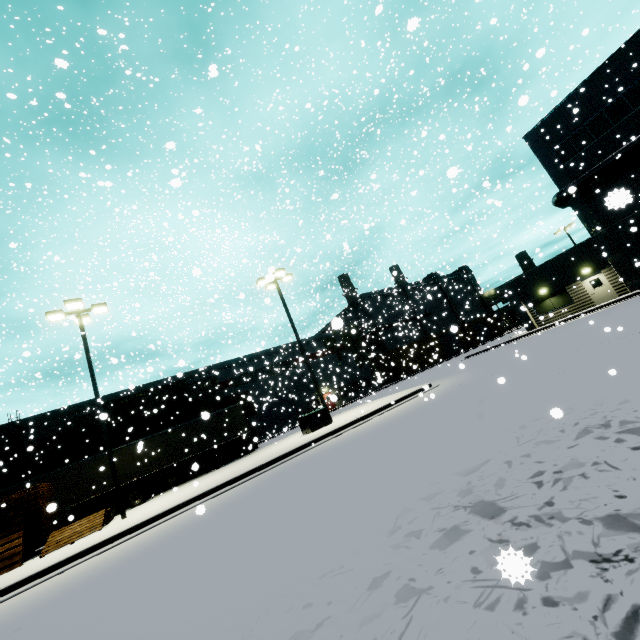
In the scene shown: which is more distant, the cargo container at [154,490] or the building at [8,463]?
the building at [8,463]

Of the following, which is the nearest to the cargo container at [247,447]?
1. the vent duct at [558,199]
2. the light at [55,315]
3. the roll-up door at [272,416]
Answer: the roll-up door at [272,416]

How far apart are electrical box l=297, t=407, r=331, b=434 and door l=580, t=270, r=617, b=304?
23.36m

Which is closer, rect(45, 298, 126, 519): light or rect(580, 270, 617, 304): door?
rect(45, 298, 126, 519): light

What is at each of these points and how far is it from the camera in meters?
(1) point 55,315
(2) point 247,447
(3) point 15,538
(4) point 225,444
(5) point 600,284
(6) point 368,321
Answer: (1) light, 15.1 m
(2) cargo container, 27.8 m
(3) pallet, 12.5 m
(4) semi trailer, 21.1 m
(5) door, 24.9 m
(6) building, 56.5 m

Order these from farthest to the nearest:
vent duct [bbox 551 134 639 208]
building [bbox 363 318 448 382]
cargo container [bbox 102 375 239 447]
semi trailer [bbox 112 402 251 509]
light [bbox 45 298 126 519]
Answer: building [bbox 363 318 448 382]
cargo container [bbox 102 375 239 447]
vent duct [bbox 551 134 639 208]
semi trailer [bbox 112 402 251 509]
light [bbox 45 298 126 519]

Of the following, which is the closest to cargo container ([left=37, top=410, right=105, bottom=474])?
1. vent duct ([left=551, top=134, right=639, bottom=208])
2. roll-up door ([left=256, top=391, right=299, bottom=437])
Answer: roll-up door ([left=256, top=391, right=299, bottom=437])

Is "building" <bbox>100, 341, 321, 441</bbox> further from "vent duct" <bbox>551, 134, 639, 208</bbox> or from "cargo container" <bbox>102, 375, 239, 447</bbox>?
"cargo container" <bbox>102, 375, 239, 447</bbox>
